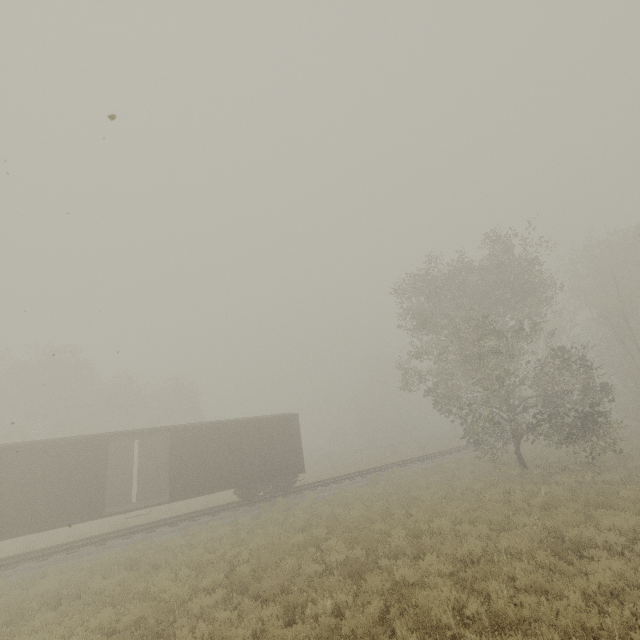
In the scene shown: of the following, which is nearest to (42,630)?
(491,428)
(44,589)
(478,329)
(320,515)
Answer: (44,589)

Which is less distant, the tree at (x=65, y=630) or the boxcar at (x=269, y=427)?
the tree at (x=65, y=630)

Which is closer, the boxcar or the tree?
the tree
